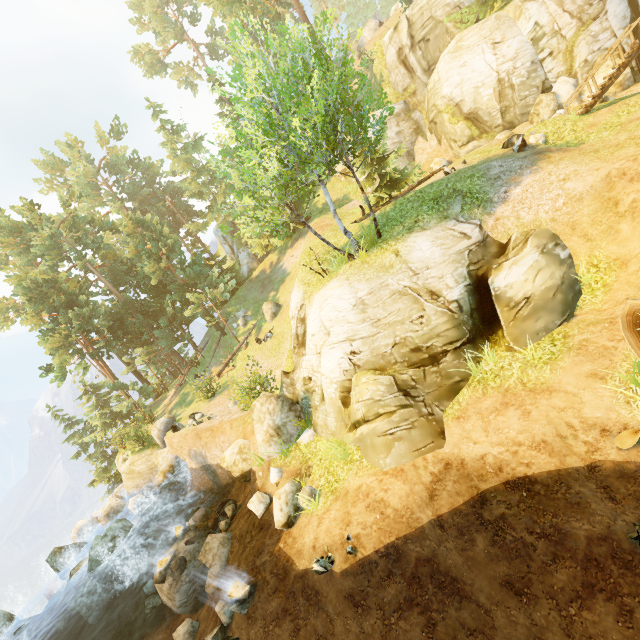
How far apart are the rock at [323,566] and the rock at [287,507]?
1.55m

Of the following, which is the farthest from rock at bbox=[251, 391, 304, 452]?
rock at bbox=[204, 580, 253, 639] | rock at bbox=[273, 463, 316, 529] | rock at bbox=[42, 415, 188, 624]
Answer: rock at bbox=[42, 415, 188, 624]

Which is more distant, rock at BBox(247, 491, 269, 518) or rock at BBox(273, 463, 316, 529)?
rock at BBox(247, 491, 269, 518)

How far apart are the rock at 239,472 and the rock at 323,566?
7.4m

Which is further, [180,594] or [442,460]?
[180,594]

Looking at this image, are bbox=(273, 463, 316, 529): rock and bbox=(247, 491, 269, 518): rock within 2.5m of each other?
yes

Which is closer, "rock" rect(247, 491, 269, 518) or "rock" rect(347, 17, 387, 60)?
"rock" rect(247, 491, 269, 518)

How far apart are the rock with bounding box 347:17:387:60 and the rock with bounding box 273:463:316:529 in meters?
64.5
